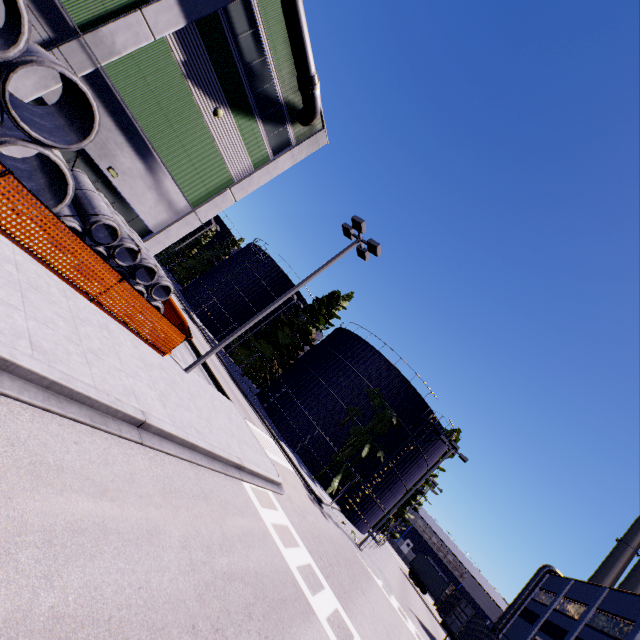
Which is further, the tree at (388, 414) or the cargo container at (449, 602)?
the tree at (388, 414)

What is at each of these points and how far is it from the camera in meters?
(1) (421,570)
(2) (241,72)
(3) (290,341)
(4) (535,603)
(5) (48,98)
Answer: (1) semi trailer, 43.8 m
(2) building, 16.2 m
(3) tree, 36.7 m
(4) building, 41.0 m
(5) building, 12.6 m

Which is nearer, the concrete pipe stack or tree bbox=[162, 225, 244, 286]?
the concrete pipe stack

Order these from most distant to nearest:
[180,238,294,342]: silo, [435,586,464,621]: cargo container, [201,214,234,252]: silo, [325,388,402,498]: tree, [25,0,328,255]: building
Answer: [201,214,234,252]: silo
[180,238,294,342]: silo
[325,388,402,498]: tree
[435,586,464,621]: cargo container
[25,0,328,255]: building

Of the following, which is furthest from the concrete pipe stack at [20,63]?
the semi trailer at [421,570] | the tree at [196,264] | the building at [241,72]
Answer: the tree at [196,264]

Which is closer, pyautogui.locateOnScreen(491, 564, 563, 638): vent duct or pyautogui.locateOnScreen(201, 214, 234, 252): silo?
pyautogui.locateOnScreen(491, 564, 563, 638): vent duct

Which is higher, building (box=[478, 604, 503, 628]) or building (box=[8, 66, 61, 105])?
building (box=[478, 604, 503, 628])

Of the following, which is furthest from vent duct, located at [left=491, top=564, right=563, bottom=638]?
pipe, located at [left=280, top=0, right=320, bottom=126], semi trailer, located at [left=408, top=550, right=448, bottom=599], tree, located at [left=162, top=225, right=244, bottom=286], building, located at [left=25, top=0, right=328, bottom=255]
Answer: tree, located at [left=162, top=225, right=244, bottom=286]
